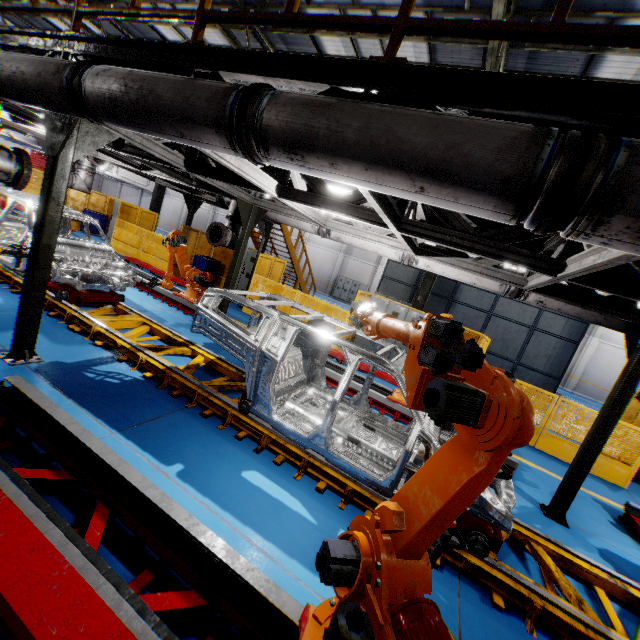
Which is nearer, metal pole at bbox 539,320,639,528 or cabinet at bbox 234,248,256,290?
metal pole at bbox 539,320,639,528

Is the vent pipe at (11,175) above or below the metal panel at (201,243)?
above

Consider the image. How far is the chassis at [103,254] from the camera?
6.36m

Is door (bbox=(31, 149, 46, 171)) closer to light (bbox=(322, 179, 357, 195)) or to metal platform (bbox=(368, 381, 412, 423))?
metal platform (bbox=(368, 381, 412, 423))

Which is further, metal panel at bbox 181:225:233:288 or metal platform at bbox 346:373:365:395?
metal panel at bbox 181:225:233:288

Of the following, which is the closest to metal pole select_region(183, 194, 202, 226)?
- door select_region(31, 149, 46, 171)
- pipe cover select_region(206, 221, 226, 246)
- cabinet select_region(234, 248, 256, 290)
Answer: cabinet select_region(234, 248, 256, 290)

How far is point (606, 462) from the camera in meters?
7.9 m

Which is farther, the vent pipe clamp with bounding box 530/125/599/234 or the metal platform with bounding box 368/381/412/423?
the metal platform with bounding box 368/381/412/423
